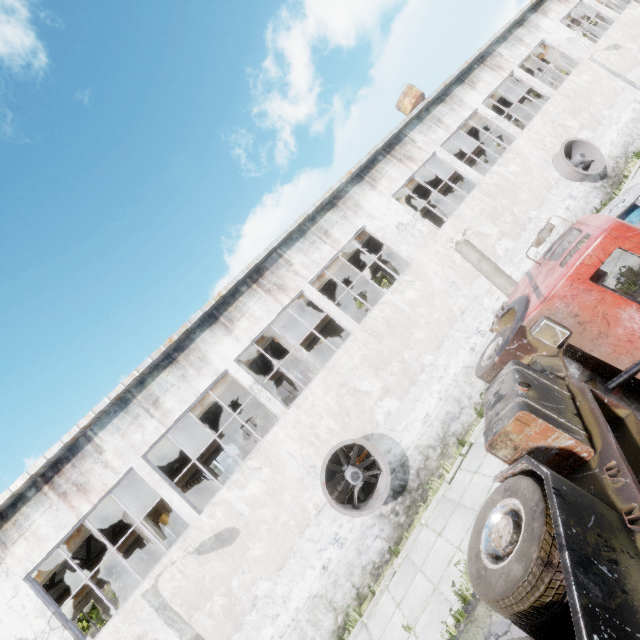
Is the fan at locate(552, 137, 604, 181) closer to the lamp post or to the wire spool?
the wire spool

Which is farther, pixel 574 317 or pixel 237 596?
pixel 237 596

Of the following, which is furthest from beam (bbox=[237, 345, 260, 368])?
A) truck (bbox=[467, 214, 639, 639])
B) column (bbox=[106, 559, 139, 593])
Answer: column (bbox=[106, 559, 139, 593])

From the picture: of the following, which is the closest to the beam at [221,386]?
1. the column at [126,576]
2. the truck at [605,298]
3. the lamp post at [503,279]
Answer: the lamp post at [503,279]

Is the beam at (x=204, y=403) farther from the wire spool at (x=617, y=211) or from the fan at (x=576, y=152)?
the wire spool at (x=617, y=211)

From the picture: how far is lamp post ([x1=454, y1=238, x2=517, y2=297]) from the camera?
7.9m

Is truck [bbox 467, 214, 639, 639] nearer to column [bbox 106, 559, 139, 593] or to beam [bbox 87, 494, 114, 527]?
beam [bbox 87, 494, 114, 527]

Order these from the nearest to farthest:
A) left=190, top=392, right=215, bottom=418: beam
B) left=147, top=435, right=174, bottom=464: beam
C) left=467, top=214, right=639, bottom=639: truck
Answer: left=467, top=214, right=639, bottom=639: truck → left=147, top=435, right=174, bottom=464: beam → left=190, top=392, right=215, bottom=418: beam
